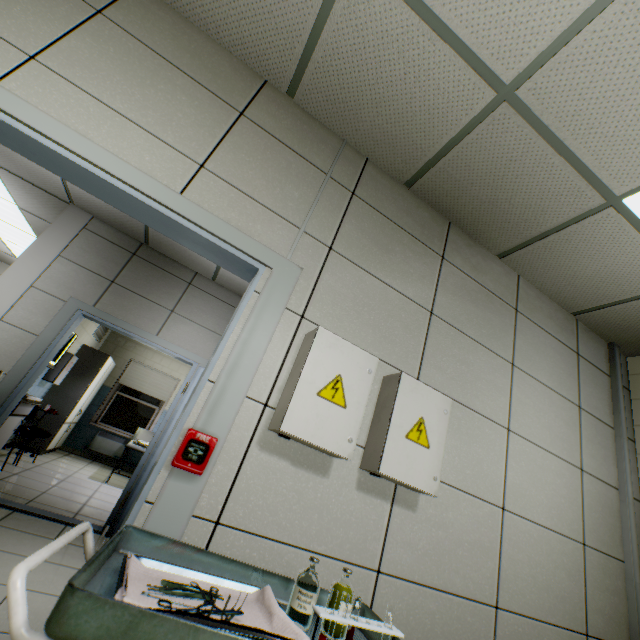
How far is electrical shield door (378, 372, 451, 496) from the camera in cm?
152

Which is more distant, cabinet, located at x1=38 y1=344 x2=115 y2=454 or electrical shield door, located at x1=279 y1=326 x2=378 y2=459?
cabinet, located at x1=38 y1=344 x2=115 y2=454

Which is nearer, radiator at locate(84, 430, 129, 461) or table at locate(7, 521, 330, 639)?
table at locate(7, 521, 330, 639)

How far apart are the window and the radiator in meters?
0.2 m

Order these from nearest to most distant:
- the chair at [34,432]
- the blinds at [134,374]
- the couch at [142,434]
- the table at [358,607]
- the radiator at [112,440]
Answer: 1. the table at [358,607]
2. the chair at [34,432]
3. the couch at [142,434]
4. the radiator at [112,440]
5. the blinds at [134,374]

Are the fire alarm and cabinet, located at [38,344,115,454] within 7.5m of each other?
yes

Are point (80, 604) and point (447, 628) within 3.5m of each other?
yes

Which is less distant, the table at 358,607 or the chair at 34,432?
the table at 358,607
